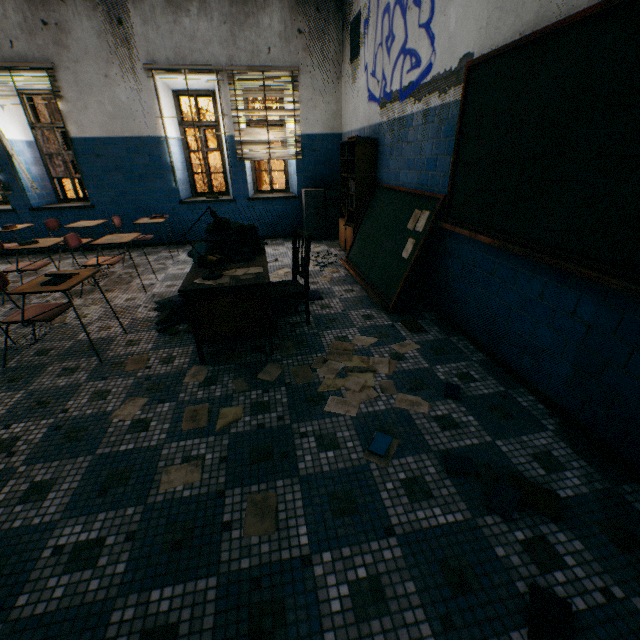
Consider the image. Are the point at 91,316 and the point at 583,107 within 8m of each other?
yes

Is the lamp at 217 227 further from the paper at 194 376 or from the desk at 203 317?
the paper at 194 376

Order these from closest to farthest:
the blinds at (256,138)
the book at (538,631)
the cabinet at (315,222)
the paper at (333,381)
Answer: the book at (538,631)
the paper at (333,381)
the blinds at (256,138)
the cabinet at (315,222)

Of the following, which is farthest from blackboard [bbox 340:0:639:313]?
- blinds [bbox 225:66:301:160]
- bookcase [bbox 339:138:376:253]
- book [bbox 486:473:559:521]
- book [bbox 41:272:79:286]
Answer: book [bbox 41:272:79:286]

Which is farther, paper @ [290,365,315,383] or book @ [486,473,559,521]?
paper @ [290,365,315,383]

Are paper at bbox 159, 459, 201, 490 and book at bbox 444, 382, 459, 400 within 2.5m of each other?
yes

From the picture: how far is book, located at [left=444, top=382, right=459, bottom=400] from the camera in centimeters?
230cm

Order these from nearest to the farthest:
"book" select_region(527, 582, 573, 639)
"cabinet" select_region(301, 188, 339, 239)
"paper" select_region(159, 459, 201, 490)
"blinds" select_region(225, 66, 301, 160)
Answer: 1. "book" select_region(527, 582, 573, 639)
2. "paper" select_region(159, 459, 201, 490)
3. "blinds" select_region(225, 66, 301, 160)
4. "cabinet" select_region(301, 188, 339, 239)
